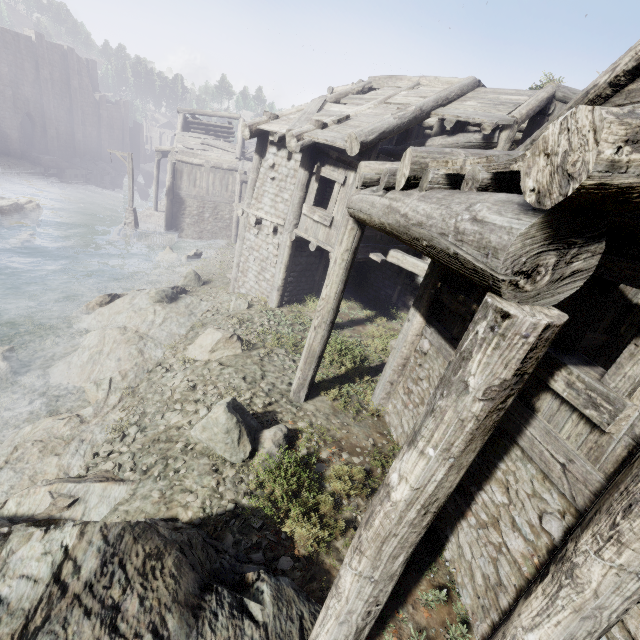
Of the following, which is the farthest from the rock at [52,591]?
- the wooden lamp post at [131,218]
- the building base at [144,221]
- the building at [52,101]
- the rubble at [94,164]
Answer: the rubble at [94,164]

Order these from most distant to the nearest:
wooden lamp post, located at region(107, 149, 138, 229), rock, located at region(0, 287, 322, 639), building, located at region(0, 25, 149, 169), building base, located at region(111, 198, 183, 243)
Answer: building, located at region(0, 25, 149, 169) < building base, located at region(111, 198, 183, 243) < wooden lamp post, located at region(107, 149, 138, 229) < rock, located at region(0, 287, 322, 639)

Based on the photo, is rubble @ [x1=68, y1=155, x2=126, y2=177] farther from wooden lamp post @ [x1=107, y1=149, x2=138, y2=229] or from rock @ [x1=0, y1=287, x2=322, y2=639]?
rock @ [x1=0, y1=287, x2=322, y2=639]

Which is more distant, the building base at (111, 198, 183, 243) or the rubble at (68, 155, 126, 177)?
the rubble at (68, 155, 126, 177)

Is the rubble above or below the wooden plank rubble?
below

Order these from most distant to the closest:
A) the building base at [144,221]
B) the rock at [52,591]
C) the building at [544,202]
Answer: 1. the building base at [144,221]
2. the rock at [52,591]
3. the building at [544,202]

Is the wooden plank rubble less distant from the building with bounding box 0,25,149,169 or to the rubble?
the building with bounding box 0,25,149,169

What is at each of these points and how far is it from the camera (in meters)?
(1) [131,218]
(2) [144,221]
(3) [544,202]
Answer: (1) wooden lamp post, 23.20
(2) building base, 26.00
(3) building, 1.51
